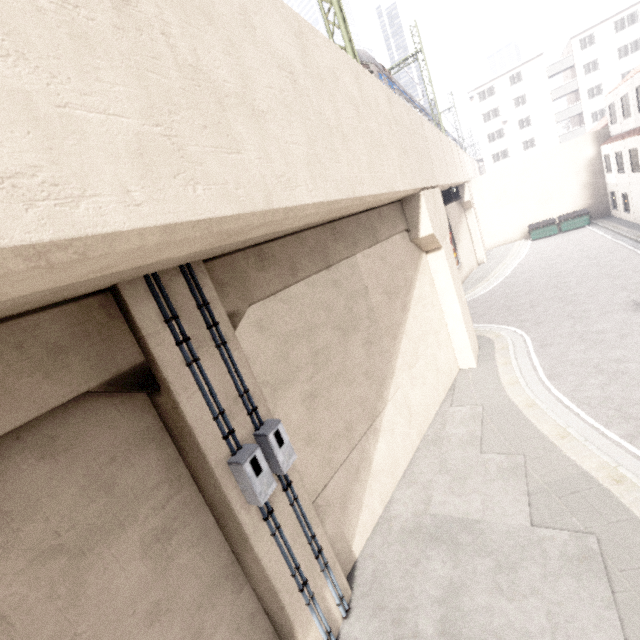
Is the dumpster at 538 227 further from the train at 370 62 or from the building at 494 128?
the building at 494 128

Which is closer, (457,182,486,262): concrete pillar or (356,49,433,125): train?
(356,49,433,125): train

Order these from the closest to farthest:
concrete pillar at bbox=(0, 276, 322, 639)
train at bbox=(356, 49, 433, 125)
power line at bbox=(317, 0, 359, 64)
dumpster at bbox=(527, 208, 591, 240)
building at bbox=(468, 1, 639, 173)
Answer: concrete pillar at bbox=(0, 276, 322, 639) → power line at bbox=(317, 0, 359, 64) → train at bbox=(356, 49, 433, 125) → dumpster at bbox=(527, 208, 591, 240) → building at bbox=(468, 1, 639, 173)

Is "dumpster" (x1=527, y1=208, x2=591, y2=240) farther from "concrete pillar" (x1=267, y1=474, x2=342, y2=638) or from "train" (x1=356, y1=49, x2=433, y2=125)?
"concrete pillar" (x1=267, y1=474, x2=342, y2=638)

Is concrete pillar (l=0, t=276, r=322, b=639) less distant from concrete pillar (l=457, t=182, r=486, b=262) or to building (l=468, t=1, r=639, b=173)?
concrete pillar (l=457, t=182, r=486, b=262)

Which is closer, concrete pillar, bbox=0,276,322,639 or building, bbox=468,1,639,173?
concrete pillar, bbox=0,276,322,639

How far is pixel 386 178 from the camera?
7.3m

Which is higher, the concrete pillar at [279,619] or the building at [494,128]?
the building at [494,128]
